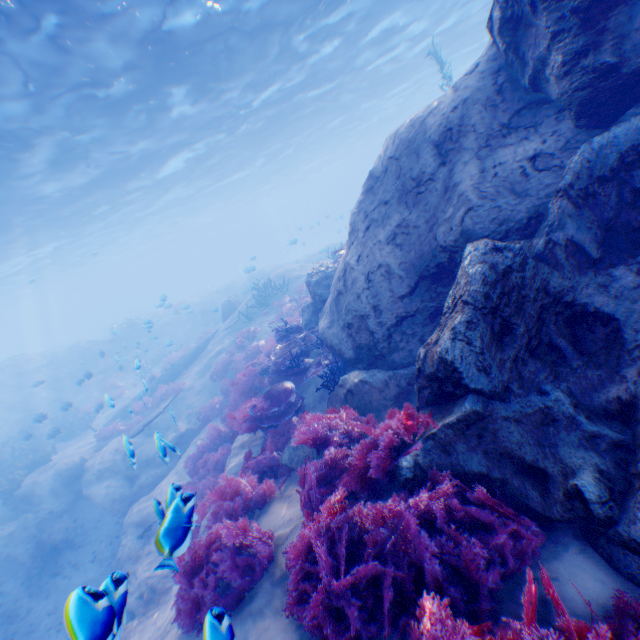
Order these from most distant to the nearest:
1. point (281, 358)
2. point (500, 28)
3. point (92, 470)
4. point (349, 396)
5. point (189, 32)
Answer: point (92, 470) < point (189, 32) < point (281, 358) < point (349, 396) < point (500, 28)

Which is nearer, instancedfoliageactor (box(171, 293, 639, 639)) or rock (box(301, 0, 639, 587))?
instancedfoliageactor (box(171, 293, 639, 639))

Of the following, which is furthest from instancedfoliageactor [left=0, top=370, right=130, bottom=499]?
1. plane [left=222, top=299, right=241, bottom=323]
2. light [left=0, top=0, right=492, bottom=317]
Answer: light [left=0, top=0, right=492, bottom=317]

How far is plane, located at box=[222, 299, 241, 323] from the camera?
21.42m

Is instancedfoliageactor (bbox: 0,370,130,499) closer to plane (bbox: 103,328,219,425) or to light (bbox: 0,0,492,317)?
plane (bbox: 103,328,219,425)

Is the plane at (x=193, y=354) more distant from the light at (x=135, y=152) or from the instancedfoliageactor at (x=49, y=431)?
the light at (x=135, y=152)

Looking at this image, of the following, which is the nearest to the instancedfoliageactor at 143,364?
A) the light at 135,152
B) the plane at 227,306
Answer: the plane at 227,306

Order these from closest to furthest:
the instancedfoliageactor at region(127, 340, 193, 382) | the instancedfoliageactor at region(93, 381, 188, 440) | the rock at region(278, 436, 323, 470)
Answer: the rock at region(278, 436, 323, 470) < the instancedfoliageactor at region(93, 381, 188, 440) < the instancedfoliageactor at region(127, 340, 193, 382)
